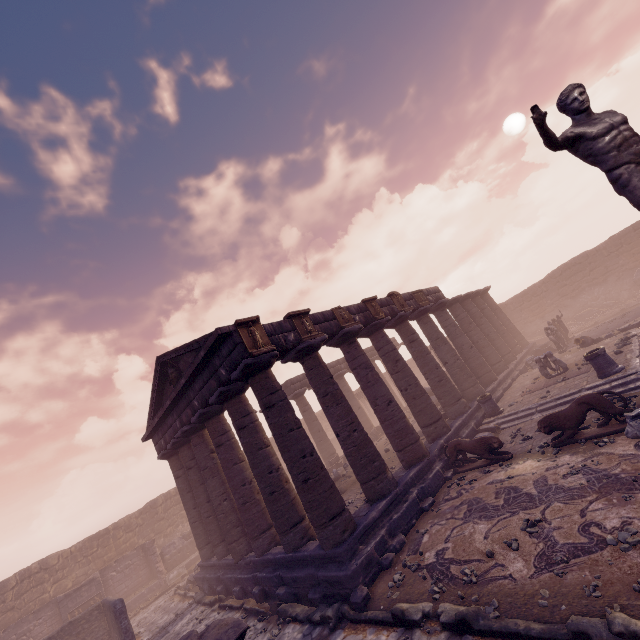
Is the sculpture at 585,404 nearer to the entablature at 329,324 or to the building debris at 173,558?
the entablature at 329,324

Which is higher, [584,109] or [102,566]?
[584,109]

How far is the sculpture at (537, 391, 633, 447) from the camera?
8.0 meters

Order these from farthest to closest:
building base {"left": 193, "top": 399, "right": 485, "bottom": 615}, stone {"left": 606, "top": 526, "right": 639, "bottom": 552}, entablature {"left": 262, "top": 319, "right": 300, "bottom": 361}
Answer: entablature {"left": 262, "top": 319, "right": 300, "bottom": 361} < building base {"left": 193, "top": 399, "right": 485, "bottom": 615} < stone {"left": 606, "top": 526, "right": 639, "bottom": 552}

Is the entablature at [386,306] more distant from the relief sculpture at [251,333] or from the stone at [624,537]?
the stone at [624,537]

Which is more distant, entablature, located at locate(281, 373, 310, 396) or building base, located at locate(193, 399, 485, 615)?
entablature, located at locate(281, 373, 310, 396)

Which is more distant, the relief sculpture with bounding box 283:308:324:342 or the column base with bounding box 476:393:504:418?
the column base with bounding box 476:393:504:418

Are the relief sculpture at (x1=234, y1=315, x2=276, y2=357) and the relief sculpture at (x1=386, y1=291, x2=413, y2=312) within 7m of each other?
no
